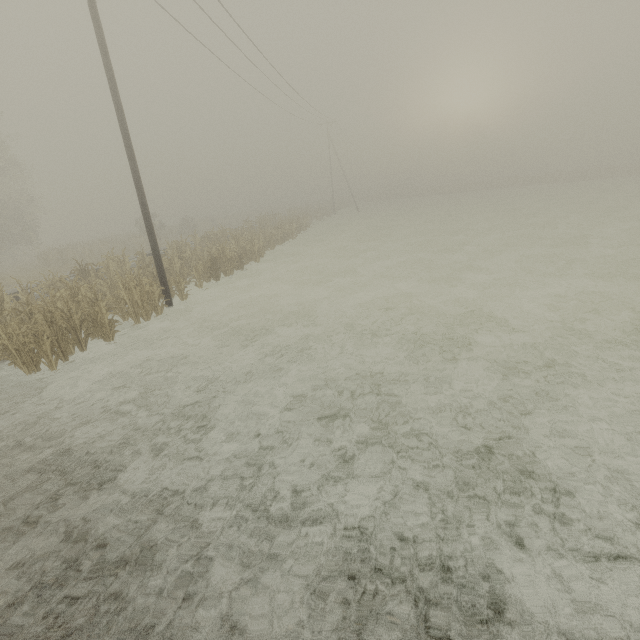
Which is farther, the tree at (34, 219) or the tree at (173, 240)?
the tree at (173, 240)

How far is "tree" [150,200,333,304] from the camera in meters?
15.5

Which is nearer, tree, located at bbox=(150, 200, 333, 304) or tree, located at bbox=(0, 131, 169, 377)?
tree, located at bbox=(0, 131, 169, 377)

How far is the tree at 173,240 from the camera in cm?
1547

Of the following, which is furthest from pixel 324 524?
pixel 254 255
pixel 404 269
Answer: pixel 254 255
